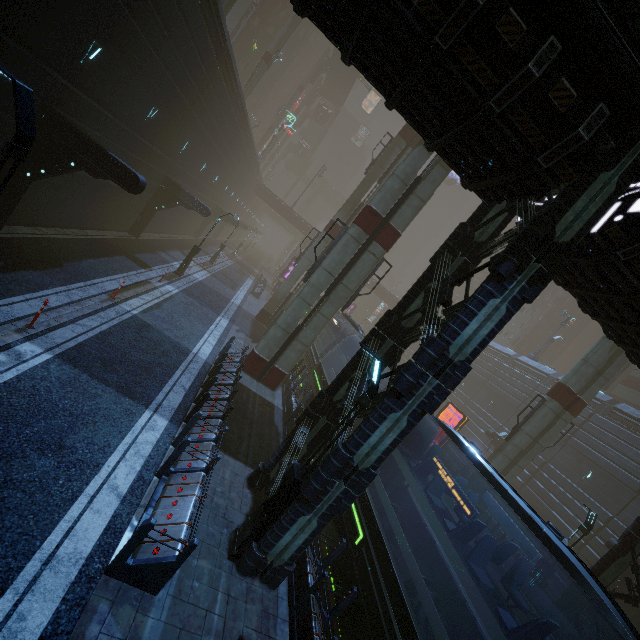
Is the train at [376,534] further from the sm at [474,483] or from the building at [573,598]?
the sm at [474,483]

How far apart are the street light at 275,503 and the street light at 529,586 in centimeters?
1447cm

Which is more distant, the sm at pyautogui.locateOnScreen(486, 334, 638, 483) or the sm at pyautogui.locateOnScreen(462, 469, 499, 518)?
the sm at pyautogui.locateOnScreen(462, 469, 499, 518)

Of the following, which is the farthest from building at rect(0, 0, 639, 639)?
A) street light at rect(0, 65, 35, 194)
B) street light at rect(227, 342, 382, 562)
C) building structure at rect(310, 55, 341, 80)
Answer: building structure at rect(310, 55, 341, 80)

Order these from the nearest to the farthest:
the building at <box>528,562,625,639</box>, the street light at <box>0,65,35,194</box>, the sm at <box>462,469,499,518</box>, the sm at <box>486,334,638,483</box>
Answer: the street light at <box>0,65,35,194</box> → the building at <box>528,562,625,639</box> → the sm at <box>486,334,638,483</box> → the sm at <box>462,469,499,518</box>

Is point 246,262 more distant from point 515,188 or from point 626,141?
point 626,141

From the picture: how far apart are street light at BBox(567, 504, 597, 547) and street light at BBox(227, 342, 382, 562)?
14.5 meters
